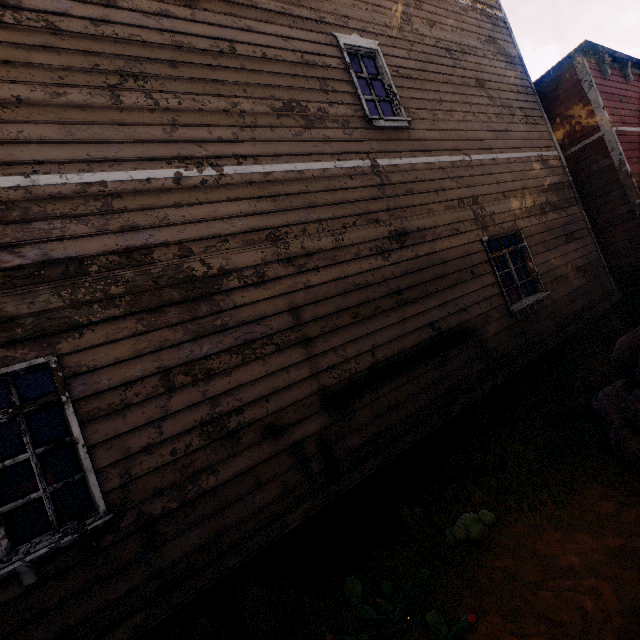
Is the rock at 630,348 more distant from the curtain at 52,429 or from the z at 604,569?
the curtain at 52,429

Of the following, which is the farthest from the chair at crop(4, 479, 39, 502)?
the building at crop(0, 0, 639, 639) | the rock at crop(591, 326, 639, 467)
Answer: the rock at crop(591, 326, 639, 467)

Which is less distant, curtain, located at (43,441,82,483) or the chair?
curtain, located at (43,441,82,483)

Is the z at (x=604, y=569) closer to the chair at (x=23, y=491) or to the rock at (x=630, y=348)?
the rock at (x=630, y=348)

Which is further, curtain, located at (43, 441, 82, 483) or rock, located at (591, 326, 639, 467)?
rock, located at (591, 326, 639, 467)

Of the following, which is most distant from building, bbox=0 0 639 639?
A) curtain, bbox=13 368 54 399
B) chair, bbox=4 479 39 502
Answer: chair, bbox=4 479 39 502

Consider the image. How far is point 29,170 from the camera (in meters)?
3.04

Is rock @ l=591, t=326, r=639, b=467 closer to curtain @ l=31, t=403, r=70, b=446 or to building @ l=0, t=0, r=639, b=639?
building @ l=0, t=0, r=639, b=639
